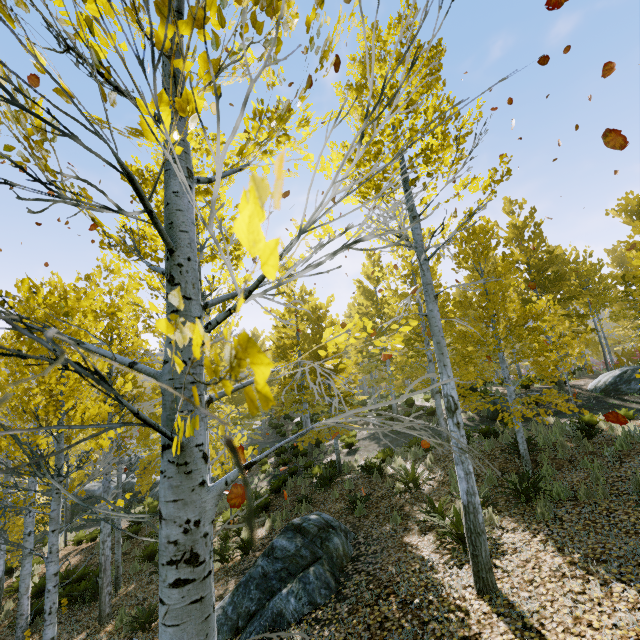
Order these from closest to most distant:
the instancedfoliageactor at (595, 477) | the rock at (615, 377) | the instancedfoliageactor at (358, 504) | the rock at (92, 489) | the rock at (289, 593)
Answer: the rock at (289, 593) < the instancedfoliageactor at (595, 477) < the instancedfoliageactor at (358, 504) < the rock at (615, 377) < the rock at (92, 489)

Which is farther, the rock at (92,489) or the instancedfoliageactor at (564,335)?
the rock at (92,489)

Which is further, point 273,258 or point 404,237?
point 404,237

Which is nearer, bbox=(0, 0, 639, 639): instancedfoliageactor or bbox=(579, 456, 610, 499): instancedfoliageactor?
bbox=(0, 0, 639, 639): instancedfoliageactor

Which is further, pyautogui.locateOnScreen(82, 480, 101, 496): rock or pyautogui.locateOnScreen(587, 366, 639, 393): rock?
pyautogui.locateOnScreen(82, 480, 101, 496): rock

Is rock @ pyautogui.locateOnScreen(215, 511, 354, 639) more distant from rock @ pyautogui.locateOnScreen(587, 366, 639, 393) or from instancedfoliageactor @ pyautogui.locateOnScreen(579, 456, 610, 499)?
rock @ pyautogui.locateOnScreen(587, 366, 639, 393)

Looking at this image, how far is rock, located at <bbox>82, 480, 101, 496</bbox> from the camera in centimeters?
1900cm
